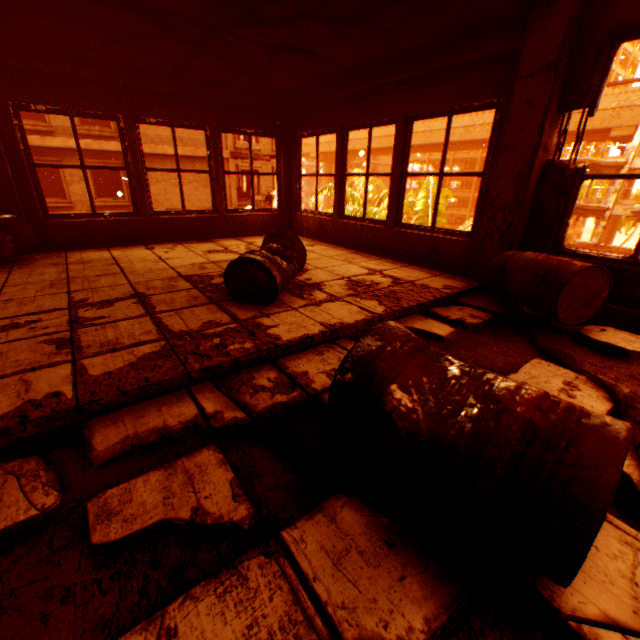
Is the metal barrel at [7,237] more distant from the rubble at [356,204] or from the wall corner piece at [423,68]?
the rubble at [356,204]

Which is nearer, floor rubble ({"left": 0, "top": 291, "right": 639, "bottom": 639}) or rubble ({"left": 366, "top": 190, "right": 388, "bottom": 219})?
floor rubble ({"left": 0, "top": 291, "right": 639, "bottom": 639})

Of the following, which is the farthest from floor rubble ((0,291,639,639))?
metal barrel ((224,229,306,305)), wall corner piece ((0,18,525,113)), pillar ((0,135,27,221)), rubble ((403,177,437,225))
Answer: pillar ((0,135,27,221))

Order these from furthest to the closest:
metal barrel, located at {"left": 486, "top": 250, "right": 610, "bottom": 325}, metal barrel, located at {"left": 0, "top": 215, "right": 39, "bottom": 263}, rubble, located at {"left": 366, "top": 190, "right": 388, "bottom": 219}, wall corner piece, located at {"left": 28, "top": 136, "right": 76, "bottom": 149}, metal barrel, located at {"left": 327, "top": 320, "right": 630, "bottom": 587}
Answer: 1. wall corner piece, located at {"left": 28, "top": 136, "right": 76, "bottom": 149}
2. rubble, located at {"left": 366, "top": 190, "right": 388, "bottom": 219}
3. metal barrel, located at {"left": 0, "top": 215, "right": 39, "bottom": 263}
4. metal barrel, located at {"left": 486, "top": 250, "right": 610, "bottom": 325}
5. metal barrel, located at {"left": 327, "top": 320, "right": 630, "bottom": 587}

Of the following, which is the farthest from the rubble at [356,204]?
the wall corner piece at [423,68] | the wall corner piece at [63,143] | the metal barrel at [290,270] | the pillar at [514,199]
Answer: the wall corner piece at [63,143]

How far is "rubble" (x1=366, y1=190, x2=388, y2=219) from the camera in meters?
9.4 m

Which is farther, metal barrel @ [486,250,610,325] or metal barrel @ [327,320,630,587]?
metal barrel @ [486,250,610,325]

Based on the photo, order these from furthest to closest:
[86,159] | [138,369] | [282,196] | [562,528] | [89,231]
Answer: [86,159] < [282,196] < [89,231] < [138,369] < [562,528]
